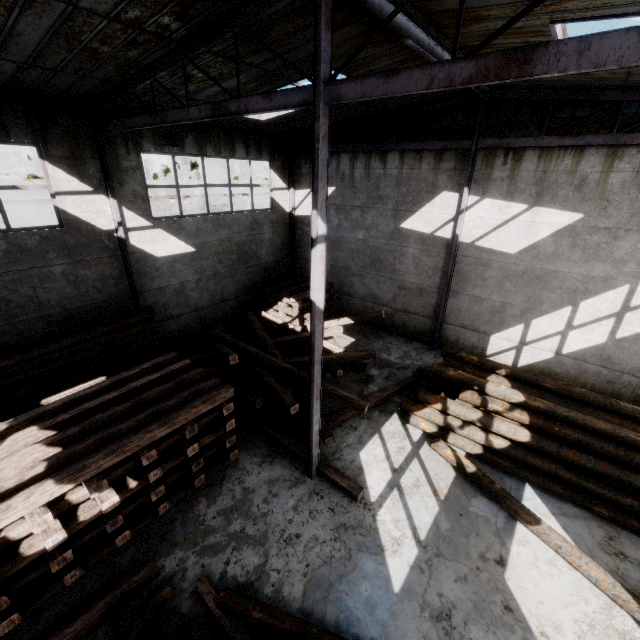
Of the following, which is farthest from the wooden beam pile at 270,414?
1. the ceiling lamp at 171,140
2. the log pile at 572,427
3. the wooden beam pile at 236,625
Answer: the ceiling lamp at 171,140

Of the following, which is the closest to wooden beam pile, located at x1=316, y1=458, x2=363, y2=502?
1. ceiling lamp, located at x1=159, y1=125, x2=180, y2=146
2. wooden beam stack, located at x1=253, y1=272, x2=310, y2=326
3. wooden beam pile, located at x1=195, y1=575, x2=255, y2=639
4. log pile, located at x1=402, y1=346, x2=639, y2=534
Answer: wooden beam stack, located at x1=253, y1=272, x2=310, y2=326

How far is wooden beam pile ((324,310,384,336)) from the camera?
10.50m

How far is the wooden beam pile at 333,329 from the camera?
10.5 meters

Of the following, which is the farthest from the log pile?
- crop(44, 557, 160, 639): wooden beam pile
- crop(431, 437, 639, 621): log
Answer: crop(44, 557, 160, 639): wooden beam pile

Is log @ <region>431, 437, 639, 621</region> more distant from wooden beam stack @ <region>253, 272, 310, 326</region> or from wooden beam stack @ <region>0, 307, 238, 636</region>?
wooden beam stack @ <region>253, 272, 310, 326</region>

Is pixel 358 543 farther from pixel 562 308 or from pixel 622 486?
pixel 562 308
